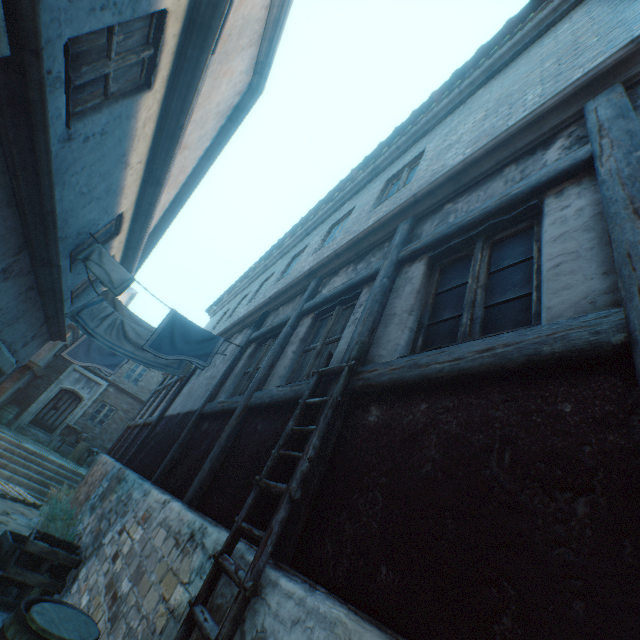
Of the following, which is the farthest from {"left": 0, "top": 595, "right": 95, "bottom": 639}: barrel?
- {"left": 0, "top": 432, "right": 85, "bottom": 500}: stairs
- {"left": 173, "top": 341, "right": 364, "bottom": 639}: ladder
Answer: {"left": 0, "top": 432, "right": 85, "bottom": 500}: stairs

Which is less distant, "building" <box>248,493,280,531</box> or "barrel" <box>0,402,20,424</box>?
"building" <box>248,493,280,531</box>

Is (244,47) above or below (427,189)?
above

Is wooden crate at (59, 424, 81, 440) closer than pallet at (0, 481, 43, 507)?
No

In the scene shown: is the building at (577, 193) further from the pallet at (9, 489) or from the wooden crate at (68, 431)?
the wooden crate at (68, 431)

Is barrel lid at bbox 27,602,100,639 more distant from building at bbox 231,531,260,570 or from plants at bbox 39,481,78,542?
plants at bbox 39,481,78,542

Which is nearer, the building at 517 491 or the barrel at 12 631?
the building at 517 491

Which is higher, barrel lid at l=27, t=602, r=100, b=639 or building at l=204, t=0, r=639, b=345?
building at l=204, t=0, r=639, b=345
